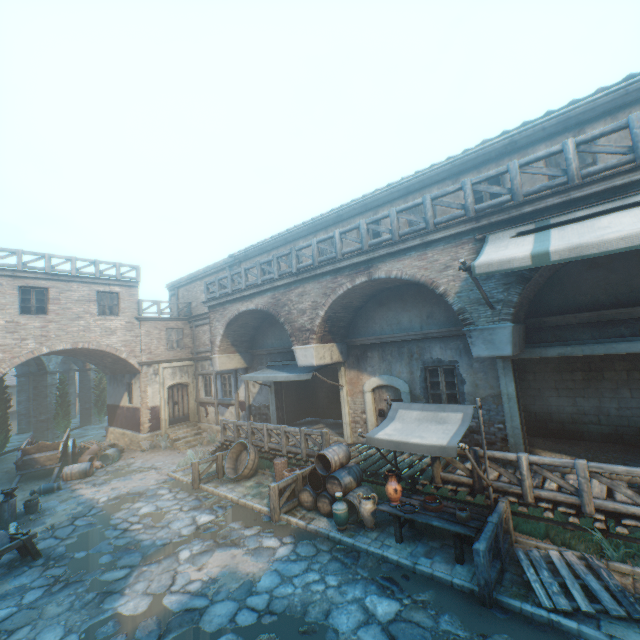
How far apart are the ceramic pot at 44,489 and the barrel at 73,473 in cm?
93

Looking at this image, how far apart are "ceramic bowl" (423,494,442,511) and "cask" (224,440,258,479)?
6.87m

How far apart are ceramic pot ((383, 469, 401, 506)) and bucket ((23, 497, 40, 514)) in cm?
1205

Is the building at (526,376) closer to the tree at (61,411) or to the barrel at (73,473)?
the tree at (61,411)

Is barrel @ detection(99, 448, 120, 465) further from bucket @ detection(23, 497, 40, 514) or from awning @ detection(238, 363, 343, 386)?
awning @ detection(238, 363, 343, 386)

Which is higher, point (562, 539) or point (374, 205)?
point (374, 205)

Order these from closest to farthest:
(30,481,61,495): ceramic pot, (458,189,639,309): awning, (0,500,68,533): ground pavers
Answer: (458,189,639,309): awning → (0,500,68,533): ground pavers → (30,481,61,495): ceramic pot

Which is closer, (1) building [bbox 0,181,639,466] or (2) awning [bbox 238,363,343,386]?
(1) building [bbox 0,181,639,466]
